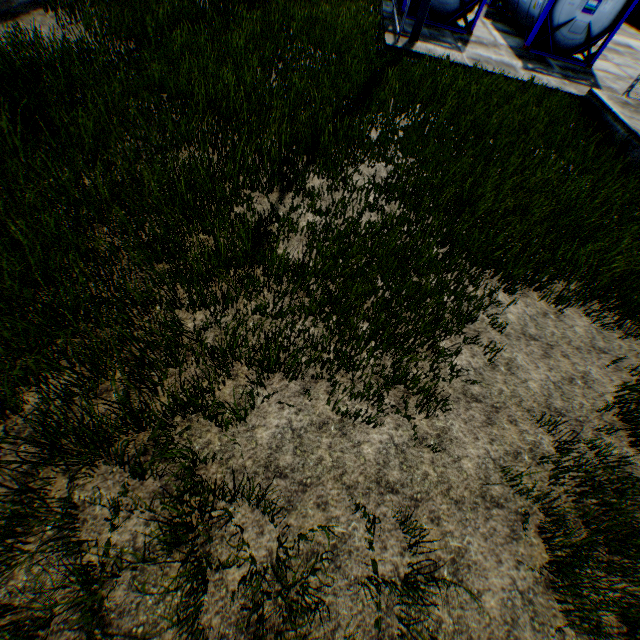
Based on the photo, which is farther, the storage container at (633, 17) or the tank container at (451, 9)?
the storage container at (633, 17)

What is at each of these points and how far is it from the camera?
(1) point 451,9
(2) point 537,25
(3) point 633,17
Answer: (1) tank container, 12.1m
(2) tank container, 12.1m
(3) storage container, 23.3m

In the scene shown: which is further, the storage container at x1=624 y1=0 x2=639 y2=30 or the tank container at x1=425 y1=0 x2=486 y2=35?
the storage container at x1=624 y1=0 x2=639 y2=30
